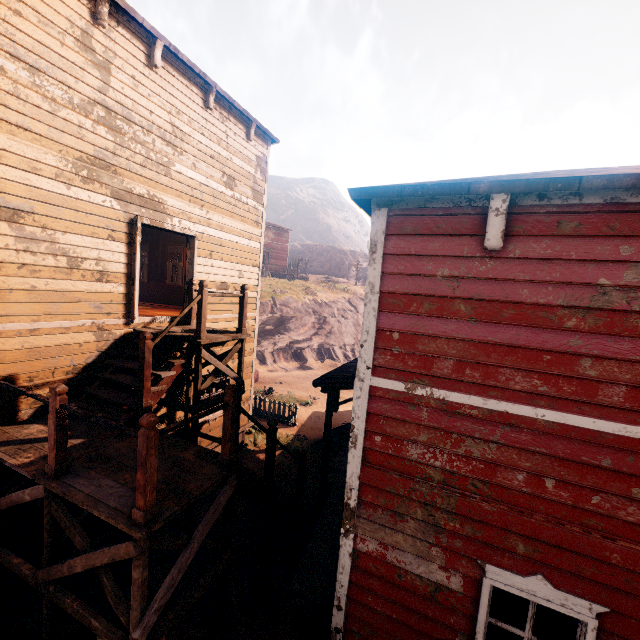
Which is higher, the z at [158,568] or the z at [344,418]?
the z at [344,418]

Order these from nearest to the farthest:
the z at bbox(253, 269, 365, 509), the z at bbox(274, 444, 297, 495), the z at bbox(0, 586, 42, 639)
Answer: the z at bbox(0, 586, 42, 639), the z at bbox(274, 444, 297, 495), the z at bbox(253, 269, 365, 509)

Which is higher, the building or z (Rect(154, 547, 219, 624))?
the building

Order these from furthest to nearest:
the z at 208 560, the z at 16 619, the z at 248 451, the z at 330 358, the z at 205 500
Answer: the z at 330 358 → the z at 248 451 → the z at 205 500 → the z at 208 560 → the z at 16 619

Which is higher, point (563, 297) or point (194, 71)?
point (194, 71)

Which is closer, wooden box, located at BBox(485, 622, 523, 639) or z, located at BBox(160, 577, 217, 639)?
wooden box, located at BBox(485, 622, 523, 639)

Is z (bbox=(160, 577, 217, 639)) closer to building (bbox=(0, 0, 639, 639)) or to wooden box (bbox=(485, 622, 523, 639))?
building (bbox=(0, 0, 639, 639))

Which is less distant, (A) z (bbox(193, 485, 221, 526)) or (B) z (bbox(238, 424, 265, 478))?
(A) z (bbox(193, 485, 221, 526))
